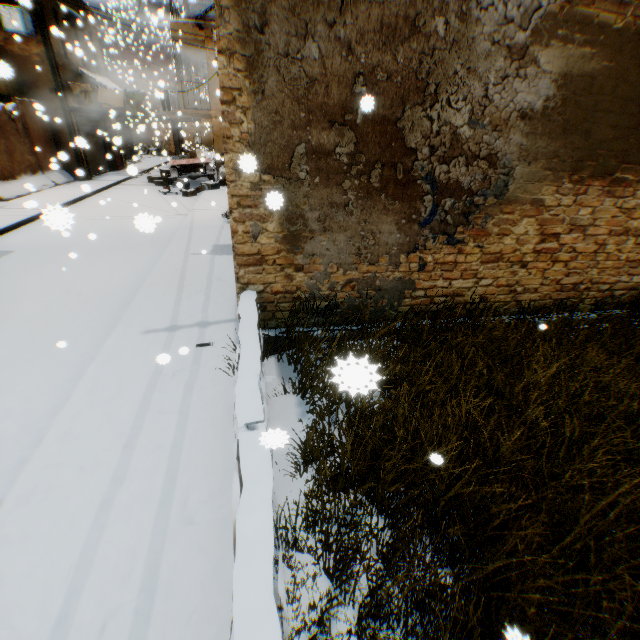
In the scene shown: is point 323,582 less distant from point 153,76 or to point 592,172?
point 592,172

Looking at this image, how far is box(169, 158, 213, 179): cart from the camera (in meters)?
16.72

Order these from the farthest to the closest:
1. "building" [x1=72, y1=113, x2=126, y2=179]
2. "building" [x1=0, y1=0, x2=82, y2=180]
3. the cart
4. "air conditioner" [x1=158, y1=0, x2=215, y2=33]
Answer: the cart < "building" [x1=72, y1=113, x2=126, y2=179] < "building" [x1=0, y1=0, x2=82, y2=180] < "air conditioner" [x1=158, y1=0, x2=215, y2=33]

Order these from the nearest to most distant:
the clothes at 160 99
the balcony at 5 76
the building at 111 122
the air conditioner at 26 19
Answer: the balcony at 5 76
the clothes at 160 99
the air conditioner at 26 19
the building at 111 122

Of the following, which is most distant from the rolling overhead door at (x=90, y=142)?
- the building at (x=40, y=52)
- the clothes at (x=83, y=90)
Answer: the clothes at (x=83, y=90)

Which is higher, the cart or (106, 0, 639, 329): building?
(106, 0, 639, 329): building

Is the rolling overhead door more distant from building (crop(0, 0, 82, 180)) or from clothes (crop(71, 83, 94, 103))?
clothes (crop(71, 83, 94, 103))

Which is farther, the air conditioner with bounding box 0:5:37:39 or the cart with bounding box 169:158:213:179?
the cart with bounding box 169:158:213:179
